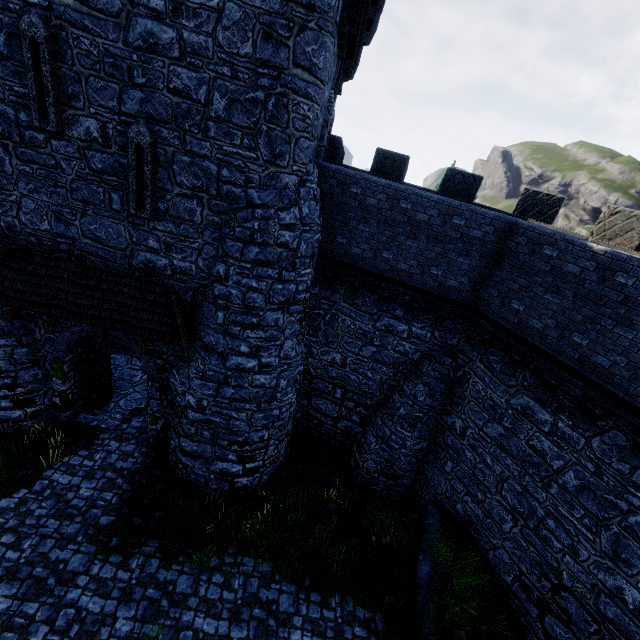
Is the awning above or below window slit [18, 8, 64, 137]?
below

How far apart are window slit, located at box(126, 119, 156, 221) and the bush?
11.07m

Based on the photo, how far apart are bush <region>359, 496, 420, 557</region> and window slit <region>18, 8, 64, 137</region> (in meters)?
13.56

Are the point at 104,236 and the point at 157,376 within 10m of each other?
yes

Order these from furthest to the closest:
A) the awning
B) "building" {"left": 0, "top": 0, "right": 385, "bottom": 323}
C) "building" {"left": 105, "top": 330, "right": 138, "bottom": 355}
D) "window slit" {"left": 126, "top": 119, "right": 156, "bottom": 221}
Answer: "building" {"left": 105, "top": 330, "right": 138, "bottom": 355}
the awning
"window slit" {"left": 126, "top": 119, "right": 156, "bottom": 221}
"building" {"left": 0, "top": 0, "right": 385, "bottom": 323}

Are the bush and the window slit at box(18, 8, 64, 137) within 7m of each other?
no

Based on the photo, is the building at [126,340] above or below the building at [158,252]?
below

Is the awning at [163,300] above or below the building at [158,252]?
below
